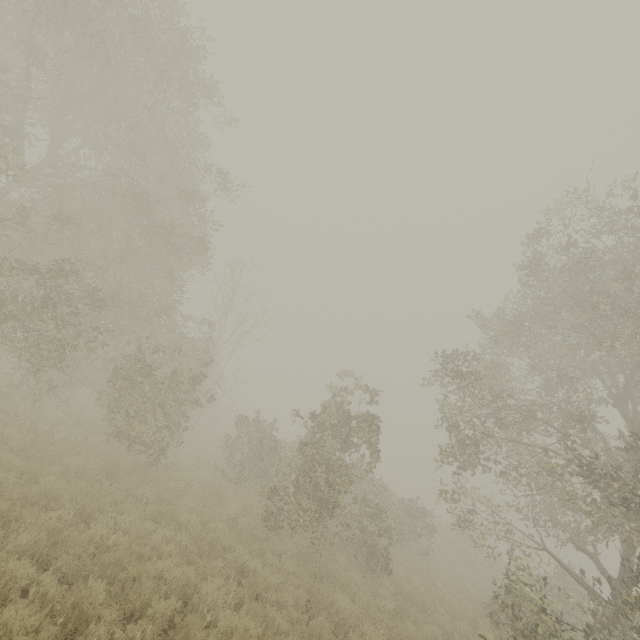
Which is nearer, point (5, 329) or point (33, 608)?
point (33, 608)
